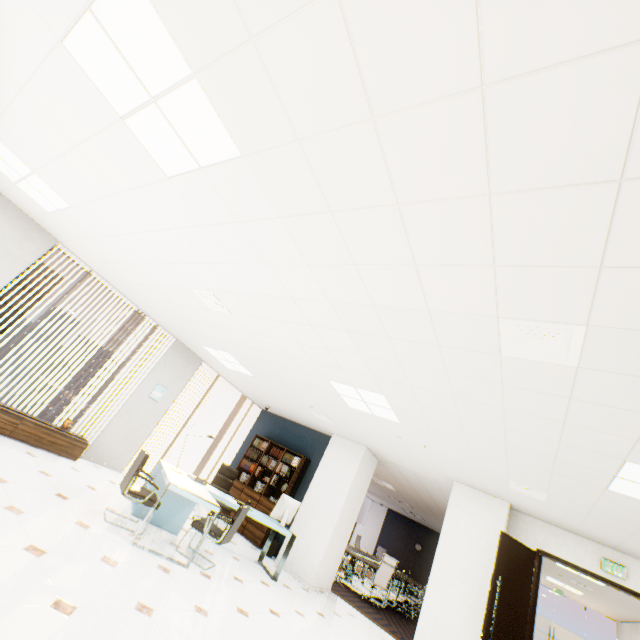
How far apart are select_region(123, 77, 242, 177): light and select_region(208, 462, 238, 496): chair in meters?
6.4 m

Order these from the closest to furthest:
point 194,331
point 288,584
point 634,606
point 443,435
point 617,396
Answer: point 617,396 → point 443,435 → point 288,584 → point 194,331 → point 634,606

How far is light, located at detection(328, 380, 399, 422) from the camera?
4.8 meters

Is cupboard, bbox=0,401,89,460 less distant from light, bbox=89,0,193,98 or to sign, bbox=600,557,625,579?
light, bbox=89,0,193,98

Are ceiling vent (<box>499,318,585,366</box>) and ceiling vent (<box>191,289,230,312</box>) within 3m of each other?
no

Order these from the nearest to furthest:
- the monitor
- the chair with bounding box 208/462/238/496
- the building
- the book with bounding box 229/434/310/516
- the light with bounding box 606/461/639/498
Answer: the light with bounding box 606/461/639/498 < the monitor < the chair with bounding box 208/462/238/496 < the book with bounding box 229/434/310/516 < the building

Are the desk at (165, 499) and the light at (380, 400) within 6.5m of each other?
yes

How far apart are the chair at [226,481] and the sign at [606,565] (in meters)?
6.70
